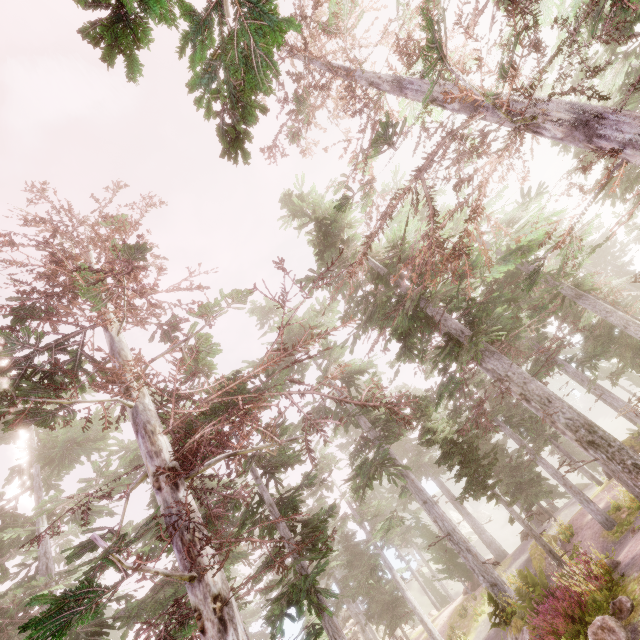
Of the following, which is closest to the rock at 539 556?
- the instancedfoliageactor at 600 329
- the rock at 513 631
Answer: the instancedfoliageactor at 600 329

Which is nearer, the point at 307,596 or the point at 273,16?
the point at 273,16

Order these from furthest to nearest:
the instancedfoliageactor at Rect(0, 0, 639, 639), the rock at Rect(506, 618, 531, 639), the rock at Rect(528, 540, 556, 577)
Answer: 1. the rock at Rect(528, 540, 556, 577)
2. the rock at Rect(506, 618, 531, 639)
3. the instancedfoliageactor at Rect(0, 0, 639, 639)

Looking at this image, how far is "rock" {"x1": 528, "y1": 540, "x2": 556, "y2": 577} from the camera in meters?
18.6

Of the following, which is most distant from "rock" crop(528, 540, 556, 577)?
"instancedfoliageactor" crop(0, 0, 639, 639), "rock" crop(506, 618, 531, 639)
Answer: "rock" crop(506, 618, 531, 639)

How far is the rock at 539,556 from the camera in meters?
18.6 m

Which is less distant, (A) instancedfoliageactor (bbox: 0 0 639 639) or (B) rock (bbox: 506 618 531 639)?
(A) instancedfoliageactor (bbox: 0 0 639 639)

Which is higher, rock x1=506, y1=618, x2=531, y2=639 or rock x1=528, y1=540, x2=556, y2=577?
rock x1=506, y1=618, x2=531, y2=639
